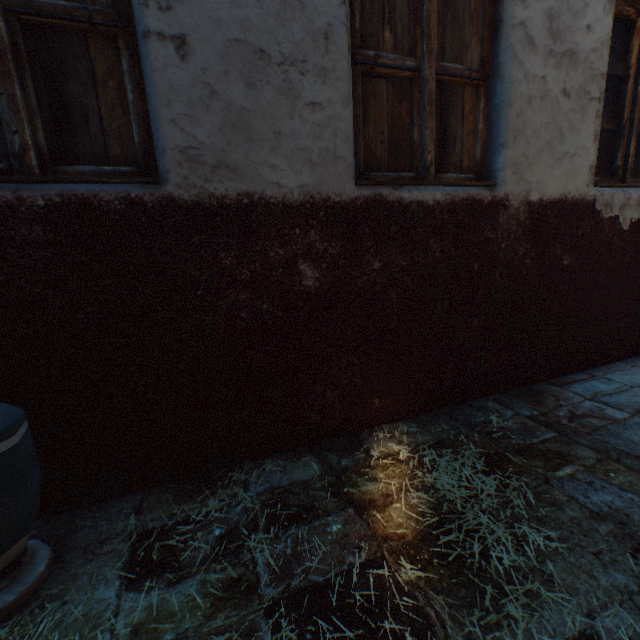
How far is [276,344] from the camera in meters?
1.8 m
